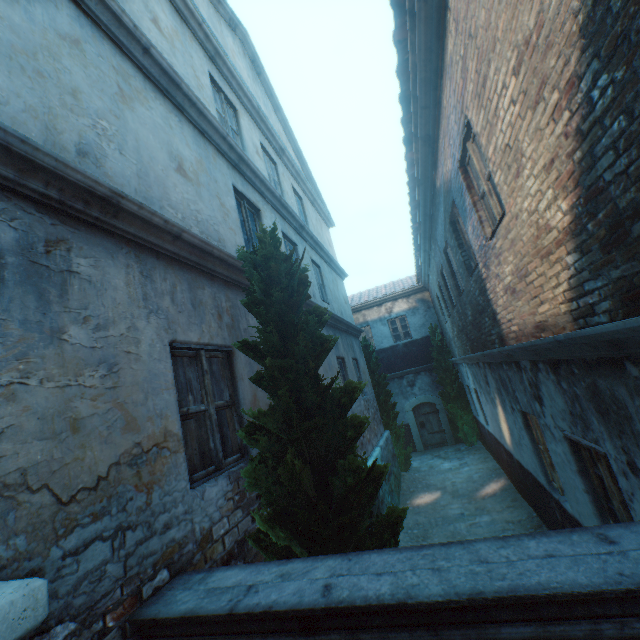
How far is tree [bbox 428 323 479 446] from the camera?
14.2m

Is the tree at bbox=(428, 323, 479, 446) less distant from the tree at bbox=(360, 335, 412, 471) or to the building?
the tree at bbox=(360, 335, 412, 471)

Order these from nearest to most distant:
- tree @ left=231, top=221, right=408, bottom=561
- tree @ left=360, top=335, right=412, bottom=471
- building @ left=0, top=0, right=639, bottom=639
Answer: building @ left=0, top=0, right=639, bottom=639 → tree @ left=231, top=221, right=408, bottom=561 → tree @ left=360, top=335, right=412, bottom=471

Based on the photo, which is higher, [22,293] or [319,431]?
[22,293]

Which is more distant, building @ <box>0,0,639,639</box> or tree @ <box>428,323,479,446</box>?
tree @ <box>428,323,479,446</box>

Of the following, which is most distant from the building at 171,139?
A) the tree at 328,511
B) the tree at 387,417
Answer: the tree at 387,417

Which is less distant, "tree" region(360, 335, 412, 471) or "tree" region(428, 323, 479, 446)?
"tree" region(360, 335, 412, 471)

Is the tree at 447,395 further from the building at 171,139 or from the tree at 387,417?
the building at 171,139
